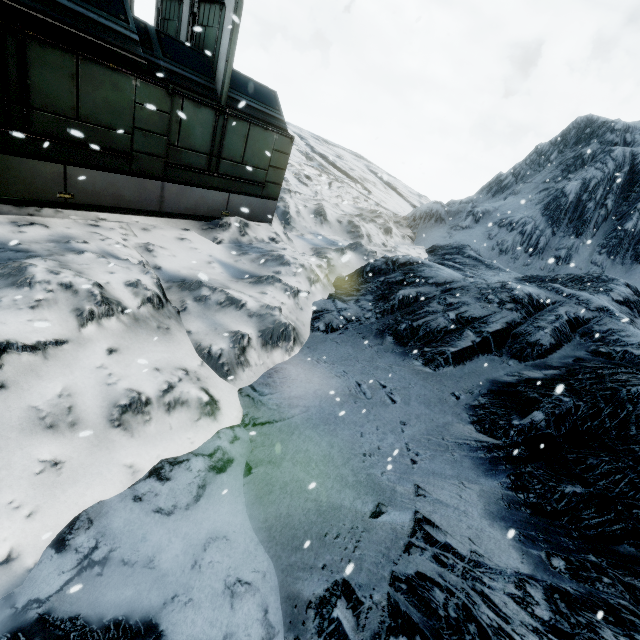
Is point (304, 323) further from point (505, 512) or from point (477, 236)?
point (477, 236)
